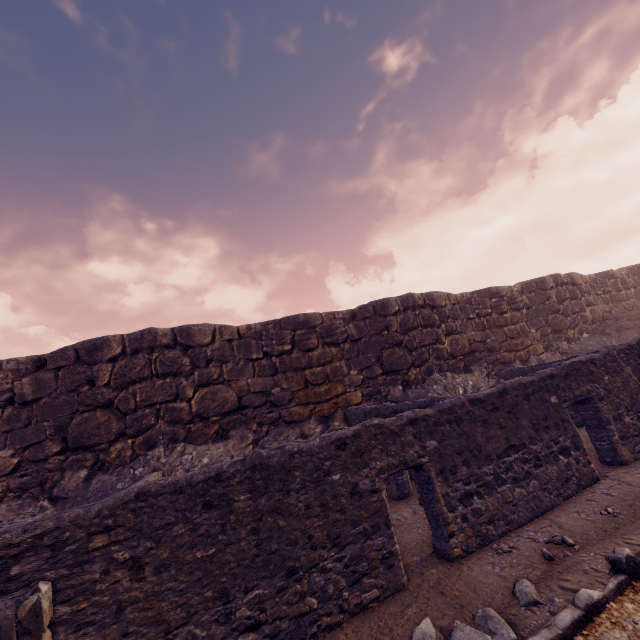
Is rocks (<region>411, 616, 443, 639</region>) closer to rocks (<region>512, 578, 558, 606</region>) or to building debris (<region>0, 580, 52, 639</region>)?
rocks (<region>512, 578, 558, 606</region>)

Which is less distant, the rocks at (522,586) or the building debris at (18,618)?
the building debris at (18,618)

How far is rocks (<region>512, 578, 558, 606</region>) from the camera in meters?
3.2

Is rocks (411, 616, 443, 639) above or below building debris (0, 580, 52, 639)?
below

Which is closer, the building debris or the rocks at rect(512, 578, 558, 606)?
the building debris

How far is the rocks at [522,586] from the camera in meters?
3.2

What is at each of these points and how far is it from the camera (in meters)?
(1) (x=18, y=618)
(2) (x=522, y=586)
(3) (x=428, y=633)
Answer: (1) building debris, 2.62
(2) rocks, 3.39
(3) rocks, 3.06

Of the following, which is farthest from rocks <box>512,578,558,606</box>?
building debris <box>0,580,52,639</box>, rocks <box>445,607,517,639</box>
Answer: building debris <box>0,580,52,639</box>
